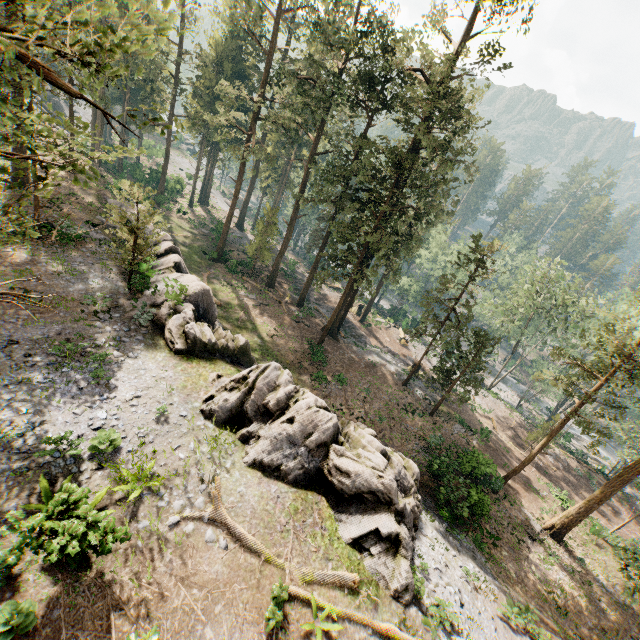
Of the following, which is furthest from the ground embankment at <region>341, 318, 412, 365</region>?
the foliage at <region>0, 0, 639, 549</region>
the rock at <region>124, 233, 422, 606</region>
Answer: the rock at <region>124, 233, 422, 606</region>

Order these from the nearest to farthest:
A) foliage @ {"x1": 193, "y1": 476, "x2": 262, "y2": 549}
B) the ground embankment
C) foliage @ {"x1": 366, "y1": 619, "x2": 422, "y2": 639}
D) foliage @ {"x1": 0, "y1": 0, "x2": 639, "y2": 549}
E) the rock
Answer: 1. foliage @ {"x1": 0, "y1": 0, "x2": 639, "y2": 549}
2. foliage @ {"x1": 366, "y1": 619, "x2": 422, "y2": 639}
3. foliage @ {"x1": 193, "y1": 476, "x2": 262, "y2": 549}
4. the rock
5. the ground embankment

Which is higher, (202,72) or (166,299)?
(202,72)

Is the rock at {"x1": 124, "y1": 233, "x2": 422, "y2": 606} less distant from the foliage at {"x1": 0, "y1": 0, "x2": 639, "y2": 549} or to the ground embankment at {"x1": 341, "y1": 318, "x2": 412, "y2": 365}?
the foliage at {"x1": 0, "y1": 0, "x2": 639, "y2": 549}

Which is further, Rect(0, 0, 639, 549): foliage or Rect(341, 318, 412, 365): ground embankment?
Rect(341, 318, 412, 365): ground embankment

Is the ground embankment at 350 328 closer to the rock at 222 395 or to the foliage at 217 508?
the foliage at 217 508
